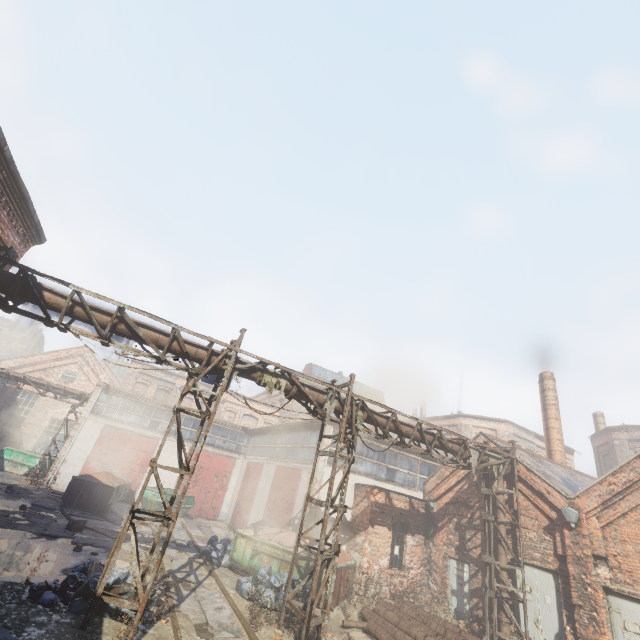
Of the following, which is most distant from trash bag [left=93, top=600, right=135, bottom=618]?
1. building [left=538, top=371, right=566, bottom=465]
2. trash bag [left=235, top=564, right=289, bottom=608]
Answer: building [left=538, top=371, right=566, bottom=465]

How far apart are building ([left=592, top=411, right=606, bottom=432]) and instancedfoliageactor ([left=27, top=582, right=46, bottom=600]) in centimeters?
4173cm

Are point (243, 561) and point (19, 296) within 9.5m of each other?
no

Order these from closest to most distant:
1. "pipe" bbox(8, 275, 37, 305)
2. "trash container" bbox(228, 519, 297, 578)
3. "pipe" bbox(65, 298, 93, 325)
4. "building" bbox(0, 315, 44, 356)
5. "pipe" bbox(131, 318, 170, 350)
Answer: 1. "pipe" bbox(8, 275, 37, 305)
2. "pipe" bbox(65, 298, 93, 325)
3. "pipe" bbox(131, 318, 170, 350)
4. "trash container" bbox(228, 519, 297, 578)
5. "building" bbox(0, 315, 44, 356)

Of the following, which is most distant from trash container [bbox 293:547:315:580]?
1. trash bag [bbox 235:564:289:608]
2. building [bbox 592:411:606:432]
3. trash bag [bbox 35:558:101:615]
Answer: building [bbox 592:411:606:432]

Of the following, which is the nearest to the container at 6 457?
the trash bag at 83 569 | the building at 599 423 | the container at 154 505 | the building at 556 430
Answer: the container at 154 505

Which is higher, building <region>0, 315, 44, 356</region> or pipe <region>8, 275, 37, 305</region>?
building <region>0, 315, 44, 356</region>

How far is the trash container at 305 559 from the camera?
11.5 meters
